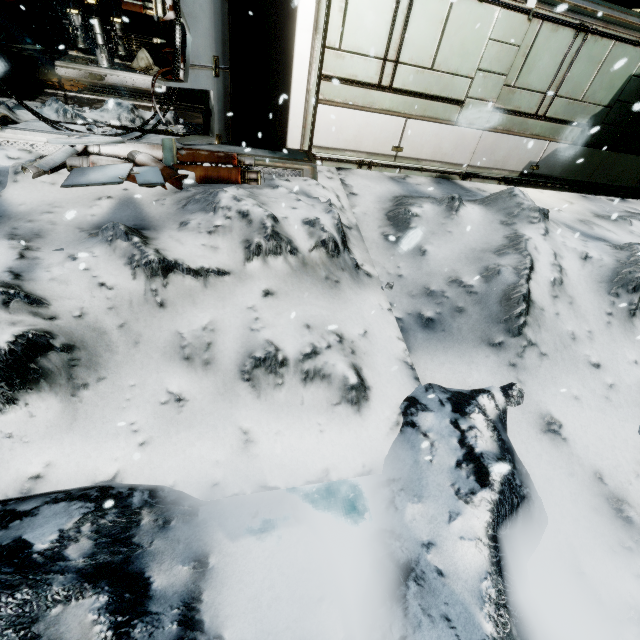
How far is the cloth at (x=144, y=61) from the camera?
10.3m

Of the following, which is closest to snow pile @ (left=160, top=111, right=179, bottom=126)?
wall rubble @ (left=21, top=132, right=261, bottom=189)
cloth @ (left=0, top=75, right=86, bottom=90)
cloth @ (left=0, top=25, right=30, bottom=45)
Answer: wall rubble @ (left=21, top=132, right=261, bottom=189)

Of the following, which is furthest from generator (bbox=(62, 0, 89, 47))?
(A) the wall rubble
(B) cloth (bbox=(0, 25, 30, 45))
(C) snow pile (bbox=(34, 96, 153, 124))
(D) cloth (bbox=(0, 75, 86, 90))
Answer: (A) the wall rubble

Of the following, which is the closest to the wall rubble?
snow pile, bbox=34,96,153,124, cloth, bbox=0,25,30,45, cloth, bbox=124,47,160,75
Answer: snow pile, bbox=34,96,153,124

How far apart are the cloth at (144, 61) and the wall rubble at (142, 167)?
7.3m

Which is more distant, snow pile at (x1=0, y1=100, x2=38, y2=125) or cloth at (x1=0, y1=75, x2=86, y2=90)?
cloth at (x1=0, y1=75, x2=86, y2=90)

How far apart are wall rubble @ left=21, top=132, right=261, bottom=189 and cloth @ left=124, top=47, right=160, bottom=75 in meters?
7.3 m

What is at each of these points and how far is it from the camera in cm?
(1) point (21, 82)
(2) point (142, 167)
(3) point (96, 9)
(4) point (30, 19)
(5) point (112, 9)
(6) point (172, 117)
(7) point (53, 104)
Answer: (1) cloth, 824
(2) wall rubble, 450
(3) generator, 908
(4) crate, 1072
(5) generator, 911
(6) snow pile, 619
(7) snow pile, 541
